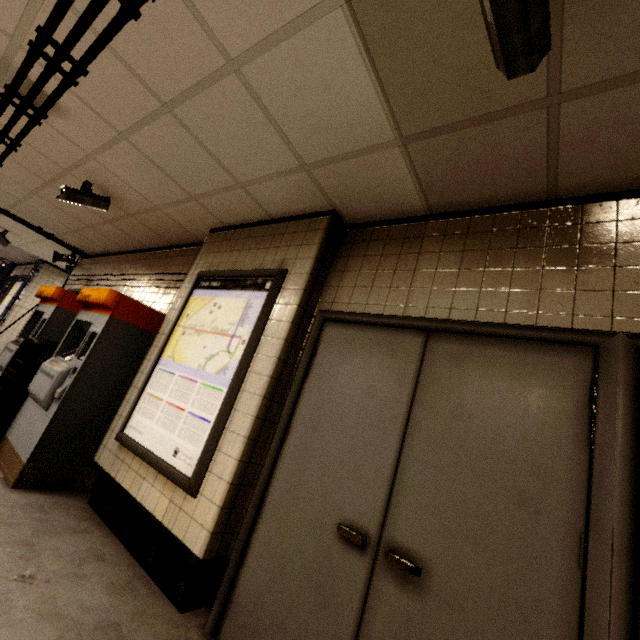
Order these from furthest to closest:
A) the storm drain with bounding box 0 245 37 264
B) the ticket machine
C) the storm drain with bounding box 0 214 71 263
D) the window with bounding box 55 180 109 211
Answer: the storm drain with bounding box 0 245 37 264 < the storm drain with bounding box 0 214 71 263 < the window with bounding box 55 180 109 211 < the ticket machine

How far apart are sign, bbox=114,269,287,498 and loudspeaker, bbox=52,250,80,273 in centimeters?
517cm

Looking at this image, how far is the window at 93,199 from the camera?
3.5 meters

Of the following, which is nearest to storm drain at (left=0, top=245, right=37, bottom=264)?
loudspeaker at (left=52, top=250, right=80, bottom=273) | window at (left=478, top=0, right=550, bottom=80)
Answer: loudspeaker at (left=52, top=250, right=80, bottom=273)

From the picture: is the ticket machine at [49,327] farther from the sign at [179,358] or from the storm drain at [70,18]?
the storm drain at [70,18]

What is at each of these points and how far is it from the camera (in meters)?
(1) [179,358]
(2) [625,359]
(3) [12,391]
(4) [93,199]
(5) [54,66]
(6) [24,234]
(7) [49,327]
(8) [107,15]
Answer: (1) sign, 2.94
(2) door frame, 1.42
(3) trash can, 3.40
(4) window, 3.71
(5) pipe, 2.17
(6) storm drain, 6.84
(7) ticket machine, 4.22
(8) storm drain, 1.80

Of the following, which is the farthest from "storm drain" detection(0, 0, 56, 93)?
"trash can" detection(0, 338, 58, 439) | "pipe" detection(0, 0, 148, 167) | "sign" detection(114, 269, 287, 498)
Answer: "trash can" detection(0, 338, 58, 439)

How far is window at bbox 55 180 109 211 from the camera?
3.5 meters
